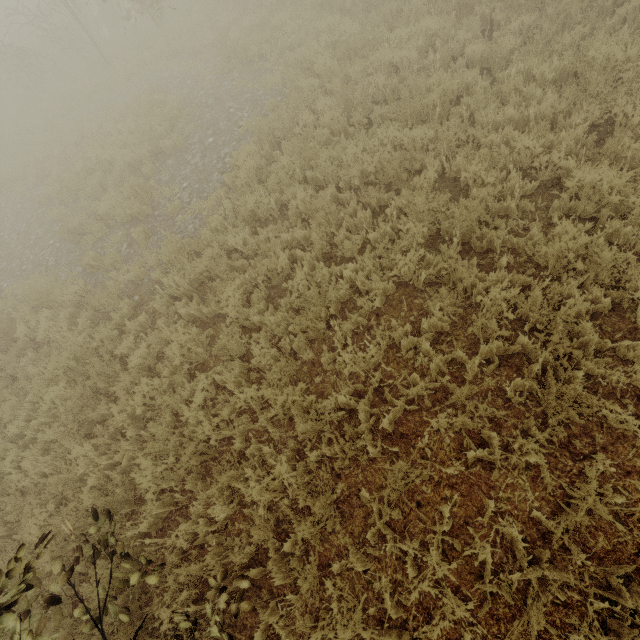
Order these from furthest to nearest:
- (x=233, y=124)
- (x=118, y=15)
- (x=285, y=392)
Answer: (x=118, y=15) → (x=233, y=124) → (x=285, y=392)
